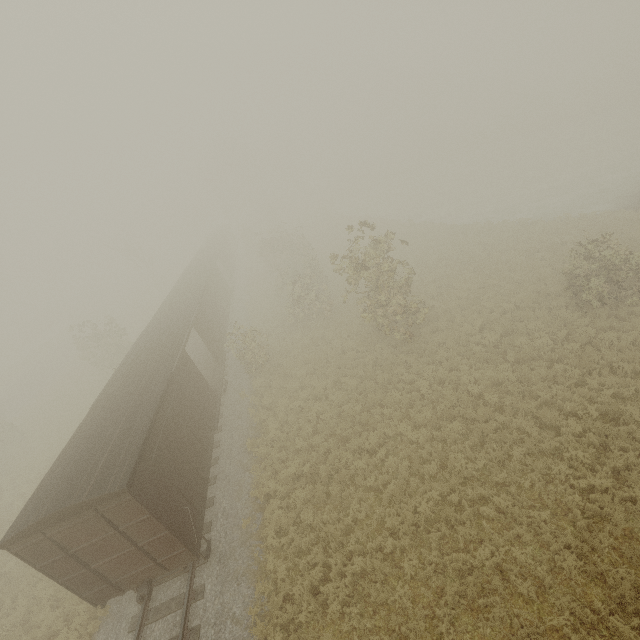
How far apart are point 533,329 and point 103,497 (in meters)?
17.39
